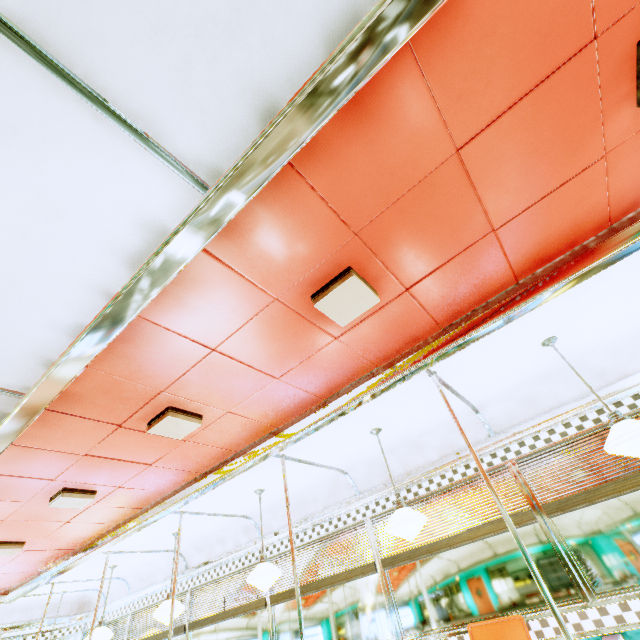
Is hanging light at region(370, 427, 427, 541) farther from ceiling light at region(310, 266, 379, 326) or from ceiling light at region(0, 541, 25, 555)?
ceiling light at region(0, 541, 25, 555)

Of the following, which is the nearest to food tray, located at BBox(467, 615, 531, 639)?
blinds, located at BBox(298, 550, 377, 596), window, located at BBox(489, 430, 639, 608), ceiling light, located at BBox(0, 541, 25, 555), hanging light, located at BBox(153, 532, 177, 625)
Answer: window, located at BBox(489, 430, 639, 608)

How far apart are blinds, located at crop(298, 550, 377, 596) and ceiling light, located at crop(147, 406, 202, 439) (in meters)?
2.79

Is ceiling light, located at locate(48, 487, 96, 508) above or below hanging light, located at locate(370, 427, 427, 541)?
above

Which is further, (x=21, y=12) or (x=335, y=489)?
(x=335, y=489)

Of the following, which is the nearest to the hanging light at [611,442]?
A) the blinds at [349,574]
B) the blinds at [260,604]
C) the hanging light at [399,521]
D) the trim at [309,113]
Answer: the trim at [309,113]

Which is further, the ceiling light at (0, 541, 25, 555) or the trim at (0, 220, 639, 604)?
the ceiling light at (0, 541, 25, 555)

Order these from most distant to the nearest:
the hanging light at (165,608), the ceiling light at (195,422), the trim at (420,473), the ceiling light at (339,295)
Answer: the hanging light at (165,608), the trim at (420,473), the ceiling light at (195,422), the ceiling light at (339,295)
